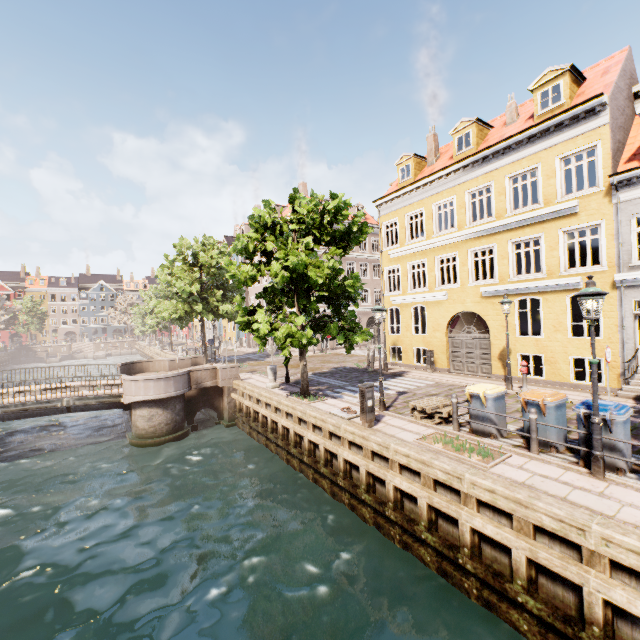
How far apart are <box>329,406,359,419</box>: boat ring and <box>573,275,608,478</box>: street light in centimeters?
589cm

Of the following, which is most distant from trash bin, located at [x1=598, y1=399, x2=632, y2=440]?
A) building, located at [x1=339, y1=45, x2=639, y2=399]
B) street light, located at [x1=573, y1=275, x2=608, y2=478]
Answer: building, located at [x1=339, y1=45, x2=639, y2=399]

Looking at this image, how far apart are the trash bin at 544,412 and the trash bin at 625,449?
0.4m

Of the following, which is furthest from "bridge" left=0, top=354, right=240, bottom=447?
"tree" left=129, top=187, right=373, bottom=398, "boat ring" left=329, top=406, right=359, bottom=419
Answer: "boat ring" left=329, top=406, right=359, bottom=419

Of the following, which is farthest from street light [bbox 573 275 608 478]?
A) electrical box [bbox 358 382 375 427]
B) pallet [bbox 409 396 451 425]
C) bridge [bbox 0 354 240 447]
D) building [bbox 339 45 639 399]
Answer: building [bbox 339 45 639 399]

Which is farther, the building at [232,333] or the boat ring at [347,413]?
the building at [232,333]

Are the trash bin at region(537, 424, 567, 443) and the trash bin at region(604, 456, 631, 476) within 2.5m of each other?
yes

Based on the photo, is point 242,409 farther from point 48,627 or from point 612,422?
point 612,422
